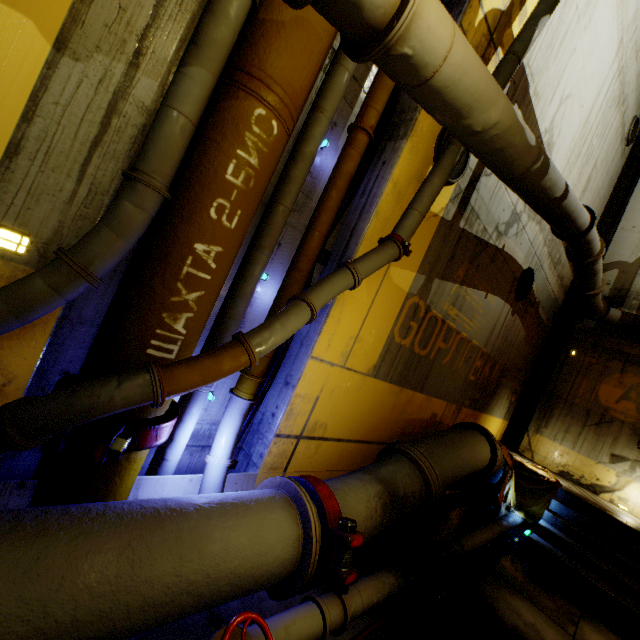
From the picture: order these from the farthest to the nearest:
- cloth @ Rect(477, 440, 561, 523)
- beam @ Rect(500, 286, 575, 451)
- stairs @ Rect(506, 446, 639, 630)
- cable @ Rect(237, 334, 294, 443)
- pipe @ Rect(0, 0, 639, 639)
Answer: beam @ Rect(500, 286, 575, 451) < cloth @ Rect(477, 440, 561, 523) < stairs @ Rect(506, 446, 639, 630) < cable @ Rect(237, 334, 294, 443) < pipe @ Rect(0, 0, 639, 639)

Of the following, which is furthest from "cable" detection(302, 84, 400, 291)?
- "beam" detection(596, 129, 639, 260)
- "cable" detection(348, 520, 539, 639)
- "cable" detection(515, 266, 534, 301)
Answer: "beam" detection(596, 129, 639, 260)

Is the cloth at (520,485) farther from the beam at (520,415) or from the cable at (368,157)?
the cable at (368,157)

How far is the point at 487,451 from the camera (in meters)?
5.59

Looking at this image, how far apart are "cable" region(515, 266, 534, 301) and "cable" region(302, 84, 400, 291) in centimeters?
519cm

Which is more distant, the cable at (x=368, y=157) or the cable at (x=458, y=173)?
the cable at (x=458, y=173)

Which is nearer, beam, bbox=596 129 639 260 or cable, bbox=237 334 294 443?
cable, bbox=237 334 294 443

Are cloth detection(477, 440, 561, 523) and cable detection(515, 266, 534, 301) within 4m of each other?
yes
